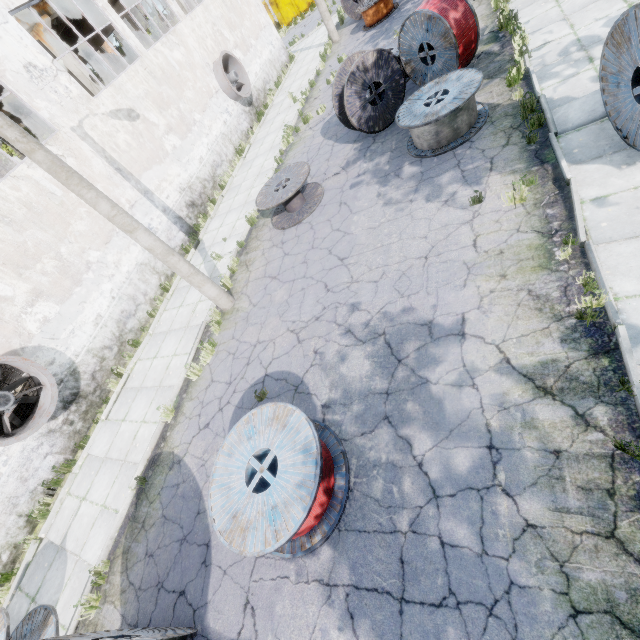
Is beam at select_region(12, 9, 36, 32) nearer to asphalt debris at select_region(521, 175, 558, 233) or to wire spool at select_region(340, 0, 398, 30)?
wire spool at select_region(340, 0, 398, 30)

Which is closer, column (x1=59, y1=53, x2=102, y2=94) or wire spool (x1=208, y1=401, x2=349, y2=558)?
wire spool (x1=208, y1=401, x2=349, y2=558)

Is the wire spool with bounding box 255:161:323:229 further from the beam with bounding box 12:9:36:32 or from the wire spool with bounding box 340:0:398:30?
the wire spool with bounding box 340:0:398:30

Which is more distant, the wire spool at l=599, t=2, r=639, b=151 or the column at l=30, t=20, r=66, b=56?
the column at l=30, t=20, r=66, b=56

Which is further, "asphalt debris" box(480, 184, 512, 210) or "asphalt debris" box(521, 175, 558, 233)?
"asphalt debris" box(480, 184, 512, 210)

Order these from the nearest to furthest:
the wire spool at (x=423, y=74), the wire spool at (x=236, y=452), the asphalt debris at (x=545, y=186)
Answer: the wire spool at (x=236, y=452)
the asphalt debris at (x=545, y=186)
the wire spool at (x=423, y=74)

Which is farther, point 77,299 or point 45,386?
point 77,299

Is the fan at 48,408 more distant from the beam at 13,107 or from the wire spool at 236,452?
the beam at 13,107
